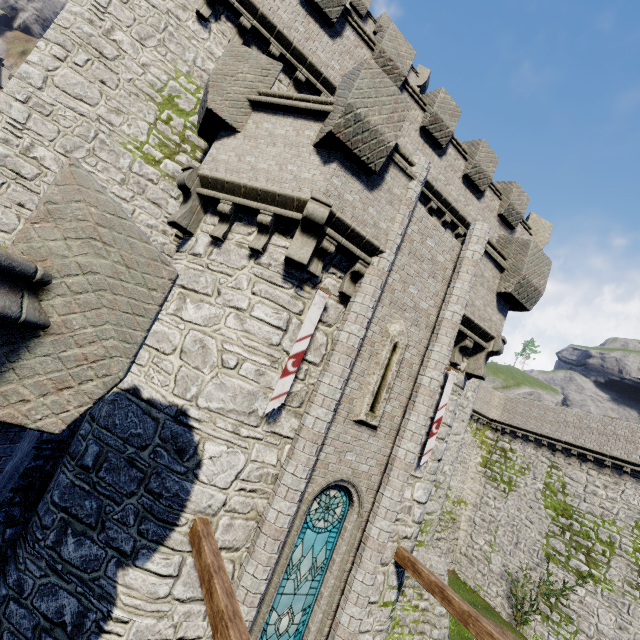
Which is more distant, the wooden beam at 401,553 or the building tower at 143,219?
the building tower at 143,219

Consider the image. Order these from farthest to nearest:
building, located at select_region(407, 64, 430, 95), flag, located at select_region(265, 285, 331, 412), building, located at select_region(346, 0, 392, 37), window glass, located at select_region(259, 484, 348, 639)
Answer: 1. building, located at select_region(407, 64, 430, 95)
2. building, located at select_region(346, 0, 392, 37)
3. window glass, located at select_region(259, 484, 348, 639)
4. flag, located at select_region(265, 285, 331, 412)

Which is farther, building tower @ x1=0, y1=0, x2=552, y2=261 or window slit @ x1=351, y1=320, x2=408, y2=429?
window slit @ x1=351, y1=320, x2=408, y2=429

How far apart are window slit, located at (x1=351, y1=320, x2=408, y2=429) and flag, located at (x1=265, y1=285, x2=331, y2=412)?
1.86m

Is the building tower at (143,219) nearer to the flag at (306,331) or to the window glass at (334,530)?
the window glass at (334,530)

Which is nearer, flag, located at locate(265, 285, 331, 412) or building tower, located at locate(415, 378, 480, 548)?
flag, located at locate(265, 285, 331, 412)

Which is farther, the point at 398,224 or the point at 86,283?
the point at 398,224

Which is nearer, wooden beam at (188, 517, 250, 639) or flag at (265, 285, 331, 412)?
wooden beam at (188, 517, 250, 639)
